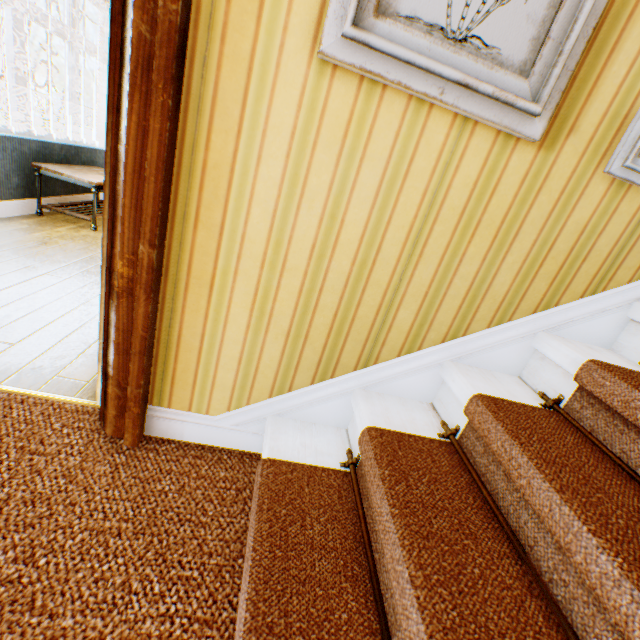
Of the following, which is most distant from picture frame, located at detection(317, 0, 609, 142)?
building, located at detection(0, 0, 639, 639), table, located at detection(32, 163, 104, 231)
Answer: table, located at detection(32, 163, 104, 231)

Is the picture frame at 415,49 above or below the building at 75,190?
above

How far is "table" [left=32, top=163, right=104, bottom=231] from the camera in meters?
3.4 m

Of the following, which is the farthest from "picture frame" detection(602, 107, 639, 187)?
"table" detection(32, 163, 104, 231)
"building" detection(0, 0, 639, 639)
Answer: "table" detection(32, 163, 104, 231)

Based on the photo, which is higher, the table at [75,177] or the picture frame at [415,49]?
the picture frame at [415,49]

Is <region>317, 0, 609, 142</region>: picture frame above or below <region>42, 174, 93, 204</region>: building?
above

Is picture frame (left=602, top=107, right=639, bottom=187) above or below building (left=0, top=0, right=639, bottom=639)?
above

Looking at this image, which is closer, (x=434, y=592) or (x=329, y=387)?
(x=434, y=592)
